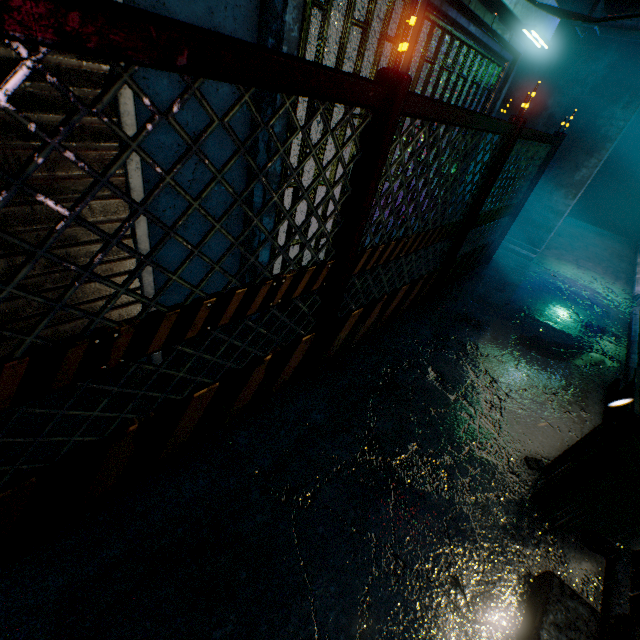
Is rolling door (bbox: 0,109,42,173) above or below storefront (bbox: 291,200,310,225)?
above

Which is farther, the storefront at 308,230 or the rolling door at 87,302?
the storefront at 308,230

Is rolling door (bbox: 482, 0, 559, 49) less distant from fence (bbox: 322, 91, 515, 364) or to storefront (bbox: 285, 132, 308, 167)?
storefront (bbox: 285, 132, 308, 167)

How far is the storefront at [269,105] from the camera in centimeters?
180cm

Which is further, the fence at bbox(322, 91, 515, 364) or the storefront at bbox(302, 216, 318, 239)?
the storefront at bbox(302, 216, 318, 239)

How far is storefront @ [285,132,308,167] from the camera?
2.14m

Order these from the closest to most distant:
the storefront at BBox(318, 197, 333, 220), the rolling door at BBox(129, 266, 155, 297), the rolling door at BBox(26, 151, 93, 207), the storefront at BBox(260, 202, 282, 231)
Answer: the rolling door at BBox(26, 151, 93, 207) < the rolling door at BBox(129, 266, 155, 297) < the storefront at BBox(260, 202, 282, 231) < the storefront at BBox(318, 197, 333, 220)

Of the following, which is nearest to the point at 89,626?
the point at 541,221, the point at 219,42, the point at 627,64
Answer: the point at 219,42
